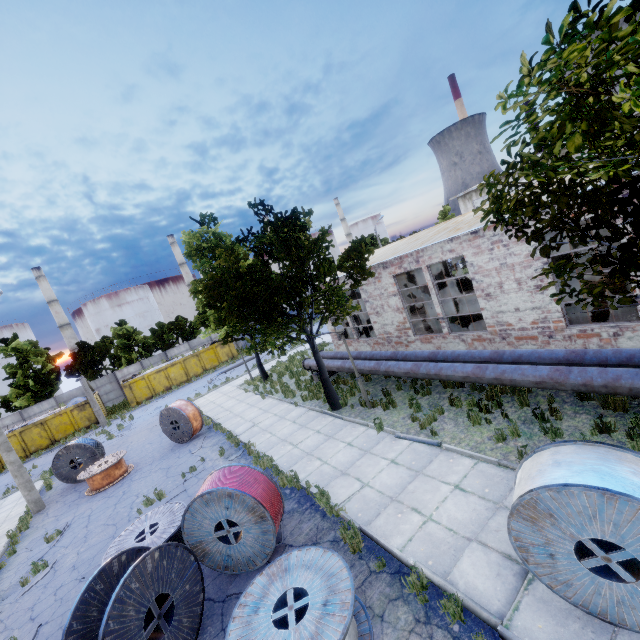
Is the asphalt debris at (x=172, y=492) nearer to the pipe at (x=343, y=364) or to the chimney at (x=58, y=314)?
the pipe at (x=343, y=364)

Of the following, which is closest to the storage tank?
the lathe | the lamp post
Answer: the lamp post

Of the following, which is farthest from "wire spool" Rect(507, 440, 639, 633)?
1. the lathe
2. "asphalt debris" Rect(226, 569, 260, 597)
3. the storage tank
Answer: the storage tank

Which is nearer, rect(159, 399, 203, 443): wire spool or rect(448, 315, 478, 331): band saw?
rect(448, 315, 478, 331): band saw

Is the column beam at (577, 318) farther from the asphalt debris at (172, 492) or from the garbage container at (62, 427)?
the garbage container at (62, 427)

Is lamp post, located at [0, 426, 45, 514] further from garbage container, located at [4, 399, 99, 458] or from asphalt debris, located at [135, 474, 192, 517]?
garbage container, located at [4, 399, 99, 458]

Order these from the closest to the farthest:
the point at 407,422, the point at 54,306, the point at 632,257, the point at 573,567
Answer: the point at 632,257 → the point at 573,567 → the point at 407,422 → the point at 54,306

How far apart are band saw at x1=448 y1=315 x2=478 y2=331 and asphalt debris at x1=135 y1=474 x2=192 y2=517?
11.6 meters
